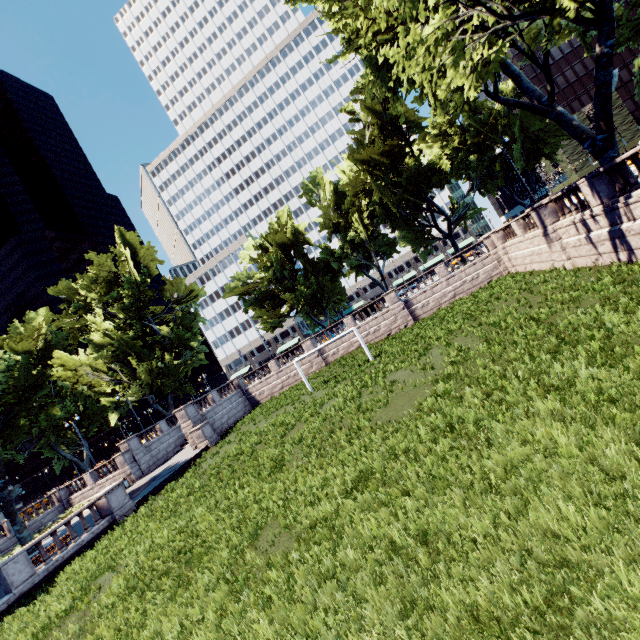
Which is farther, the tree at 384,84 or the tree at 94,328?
the tree at 94,328

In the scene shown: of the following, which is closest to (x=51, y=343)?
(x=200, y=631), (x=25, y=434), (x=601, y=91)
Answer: (x=25, y=434)

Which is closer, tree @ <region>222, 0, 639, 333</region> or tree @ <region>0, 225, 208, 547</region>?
tree @ <region>222, 0, 639, 333</region>
